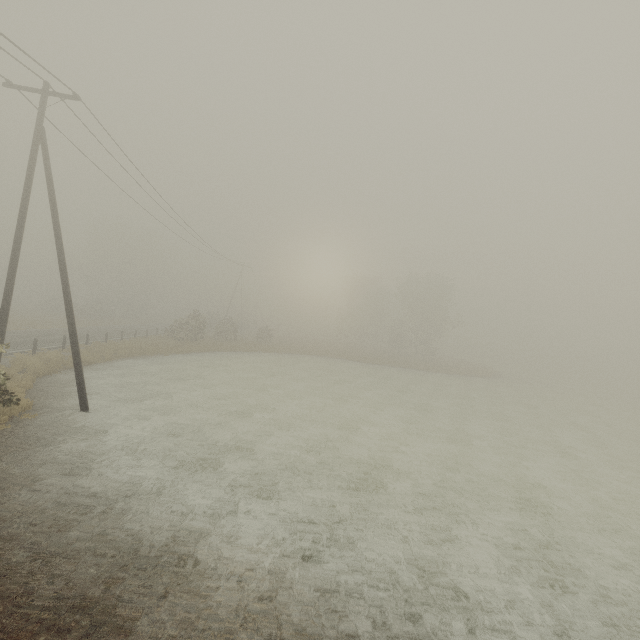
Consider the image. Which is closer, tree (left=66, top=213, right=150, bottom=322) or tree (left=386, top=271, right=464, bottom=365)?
tree (left=66, top=213, right=150, bottom=322)

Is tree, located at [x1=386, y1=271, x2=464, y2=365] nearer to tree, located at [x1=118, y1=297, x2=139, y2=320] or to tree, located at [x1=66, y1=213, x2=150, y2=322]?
tree, located at [x1=118, y1=297, x2=139, y2=320]

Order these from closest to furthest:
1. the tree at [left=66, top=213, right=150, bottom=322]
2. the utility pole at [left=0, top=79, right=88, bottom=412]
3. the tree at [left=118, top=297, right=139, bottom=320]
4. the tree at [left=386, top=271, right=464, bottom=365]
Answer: the utility pole at [left=0, top=79, right=88, bottom=412] < the tree at [left=66, top=213, right=150, bottom=322] < the tree at [left=386, top=271, right=464, bottom=365] < the tree at [left=118, top=297, right=139, bottom=320]

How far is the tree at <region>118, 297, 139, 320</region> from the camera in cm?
5662

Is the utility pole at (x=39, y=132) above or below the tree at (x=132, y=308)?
above

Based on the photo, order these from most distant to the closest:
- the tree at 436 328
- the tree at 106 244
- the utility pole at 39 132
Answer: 1. the tree at 436 328
2. the tree at 106 244
3. the utility pole at 39 132

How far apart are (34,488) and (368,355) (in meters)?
39.56

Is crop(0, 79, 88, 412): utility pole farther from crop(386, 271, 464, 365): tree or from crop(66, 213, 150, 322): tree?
crop(66, 213, 150, 322): tree
